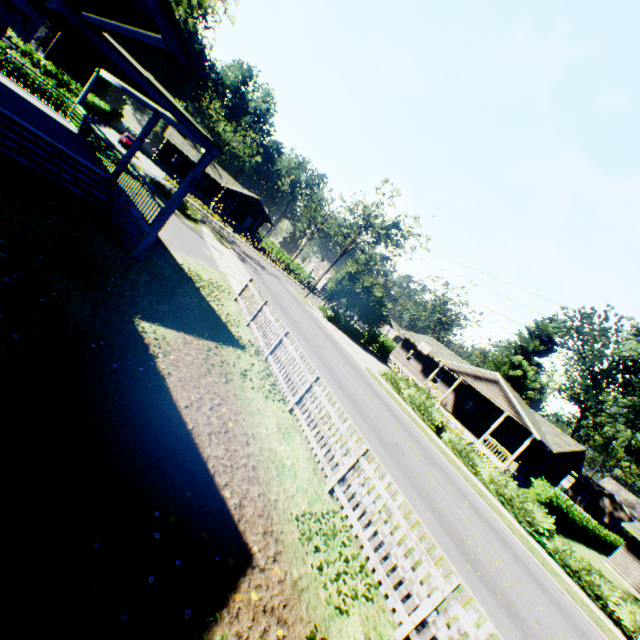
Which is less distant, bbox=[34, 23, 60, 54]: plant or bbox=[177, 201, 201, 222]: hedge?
bbox=[177, 201, 201, 222]: hedge

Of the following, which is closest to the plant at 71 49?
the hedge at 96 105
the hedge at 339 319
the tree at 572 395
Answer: the hedge at 339 319

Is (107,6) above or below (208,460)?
above

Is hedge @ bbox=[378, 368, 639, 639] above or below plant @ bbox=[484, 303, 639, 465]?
below

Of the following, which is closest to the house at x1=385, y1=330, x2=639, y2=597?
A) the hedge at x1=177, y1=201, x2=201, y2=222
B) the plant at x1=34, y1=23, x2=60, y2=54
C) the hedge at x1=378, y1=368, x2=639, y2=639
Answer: the plant at x1=34, y1=23, x2=60, y2=54

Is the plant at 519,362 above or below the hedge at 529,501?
above

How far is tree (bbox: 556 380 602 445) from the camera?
52.2m

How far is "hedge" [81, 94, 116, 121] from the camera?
36.9 meters
